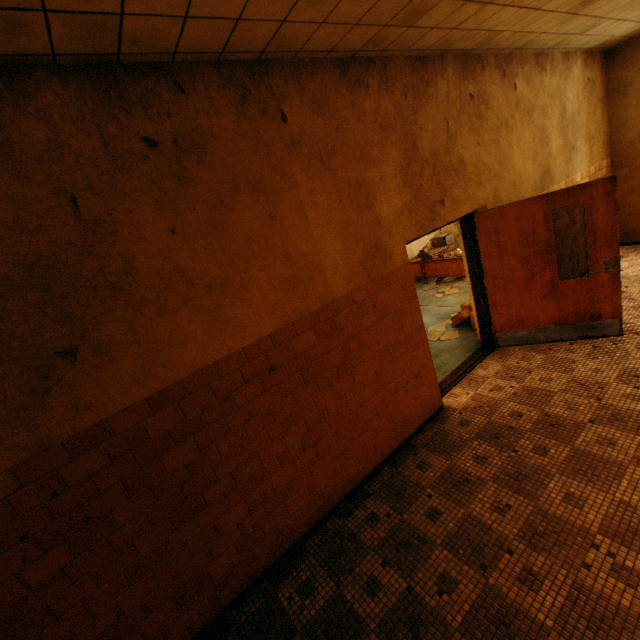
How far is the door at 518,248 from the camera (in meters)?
3.97

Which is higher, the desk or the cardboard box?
the desk

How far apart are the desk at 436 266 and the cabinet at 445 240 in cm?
142

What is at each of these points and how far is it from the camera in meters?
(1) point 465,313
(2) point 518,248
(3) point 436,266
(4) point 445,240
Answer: (1) cardboard box, 5.9
(2) door, 4.4
(3) desk, 9.0
(4) cabinet, 10.2

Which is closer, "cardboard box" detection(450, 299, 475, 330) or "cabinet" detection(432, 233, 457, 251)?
"cardboard box" detection(450, 299, 475, 330)

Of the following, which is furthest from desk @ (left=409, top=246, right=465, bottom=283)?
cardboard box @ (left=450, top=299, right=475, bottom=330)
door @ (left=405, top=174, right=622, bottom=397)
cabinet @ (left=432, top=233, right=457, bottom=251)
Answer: door @ (left=405, top=174, right=622, bottom=397)

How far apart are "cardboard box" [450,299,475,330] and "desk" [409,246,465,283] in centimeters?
206cm

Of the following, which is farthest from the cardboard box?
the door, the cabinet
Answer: the cabinet
